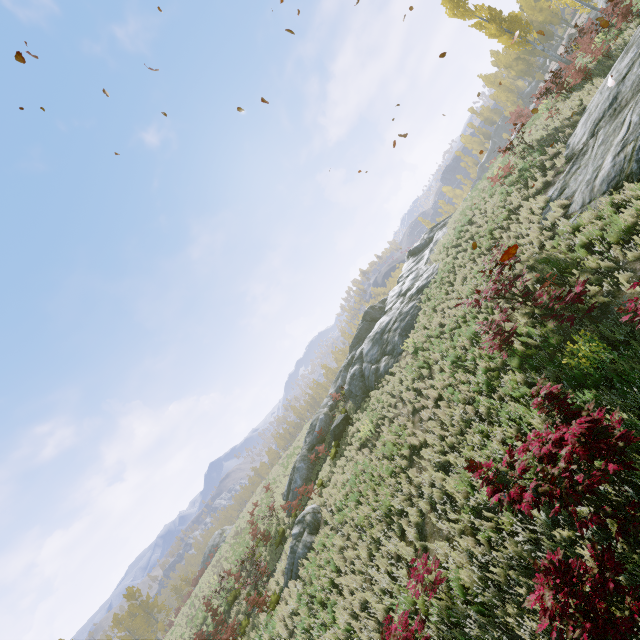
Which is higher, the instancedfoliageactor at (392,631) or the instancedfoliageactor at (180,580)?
the instancedfoliageactor at (180,580)

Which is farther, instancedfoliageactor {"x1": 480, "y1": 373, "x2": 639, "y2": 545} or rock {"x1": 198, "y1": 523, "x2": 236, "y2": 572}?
rock {"x1": 198, "y1": 523, "x2": 236, "y2": 572}

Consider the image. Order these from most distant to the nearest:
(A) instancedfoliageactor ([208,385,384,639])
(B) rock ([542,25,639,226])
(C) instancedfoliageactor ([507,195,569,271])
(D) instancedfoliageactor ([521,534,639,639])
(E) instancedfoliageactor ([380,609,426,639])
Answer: (A) instancedfoliageactor ([208,385,384,639])
(C) instancedfoliageactor ([507,195,569,271])
(B) rock ([542,25,639,226])
(E) instancedfoliageactor ([380,609,426,639])
(D) instancedfoliageactor ([521,534,639,639])

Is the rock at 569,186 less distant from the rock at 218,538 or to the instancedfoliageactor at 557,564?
the instancedfoliageactor at 557,564

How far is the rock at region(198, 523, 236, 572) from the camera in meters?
33.8 m

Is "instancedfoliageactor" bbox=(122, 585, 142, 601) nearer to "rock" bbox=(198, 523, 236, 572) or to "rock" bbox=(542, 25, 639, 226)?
"rock" bbox=(542, 25, 639, 226)

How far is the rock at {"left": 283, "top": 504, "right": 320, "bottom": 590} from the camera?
13.9 meters

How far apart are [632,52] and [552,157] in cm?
393
